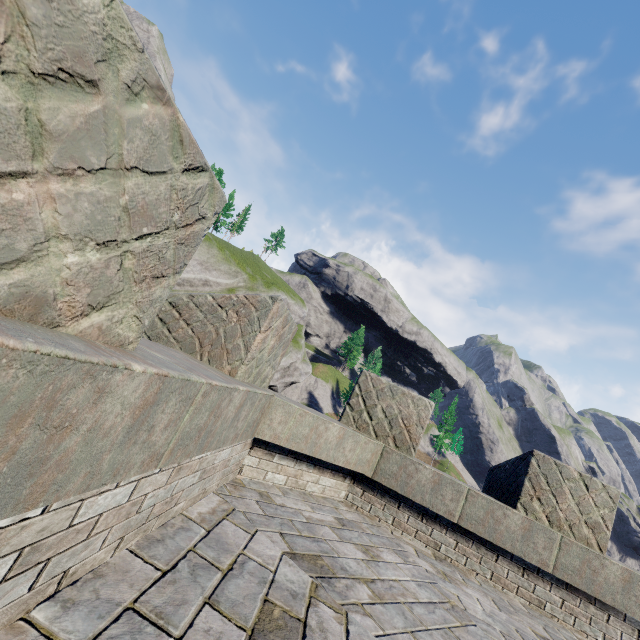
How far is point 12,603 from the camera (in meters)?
1.18
